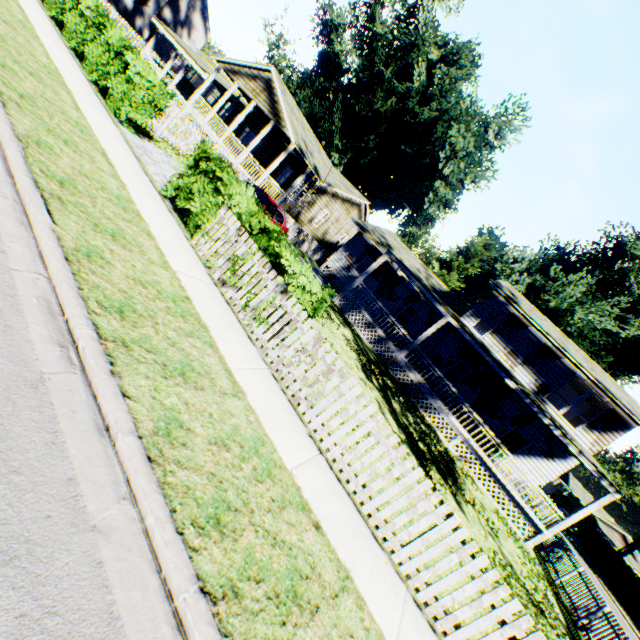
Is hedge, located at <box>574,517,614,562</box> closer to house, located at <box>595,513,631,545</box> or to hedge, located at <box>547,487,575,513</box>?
hedge, located at <box>547,487,575,513</box>

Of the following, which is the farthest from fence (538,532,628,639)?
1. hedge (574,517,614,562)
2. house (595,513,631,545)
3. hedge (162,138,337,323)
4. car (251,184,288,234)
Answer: house (595,513,631,545)

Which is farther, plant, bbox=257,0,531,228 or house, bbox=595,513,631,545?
house, bbox=595,513,631,545

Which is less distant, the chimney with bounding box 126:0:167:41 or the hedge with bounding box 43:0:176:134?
the hedge with bounding box 43:0:176:134

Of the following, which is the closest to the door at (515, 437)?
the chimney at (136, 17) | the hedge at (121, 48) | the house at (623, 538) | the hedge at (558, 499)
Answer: the hedge at (121, 48)

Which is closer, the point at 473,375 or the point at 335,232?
the point at 473,375

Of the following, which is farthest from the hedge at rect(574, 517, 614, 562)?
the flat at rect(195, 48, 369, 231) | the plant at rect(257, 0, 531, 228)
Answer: the flat at rect(195, 48, 369, 231)

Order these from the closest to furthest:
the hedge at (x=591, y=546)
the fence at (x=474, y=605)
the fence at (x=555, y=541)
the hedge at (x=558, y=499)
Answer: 1. the fence at (x=474, y=605)
2. the fence at (x=555, y=541)
3. the hedge at (x=591, y=546)
4. the hedge at (x=558, y=499)
